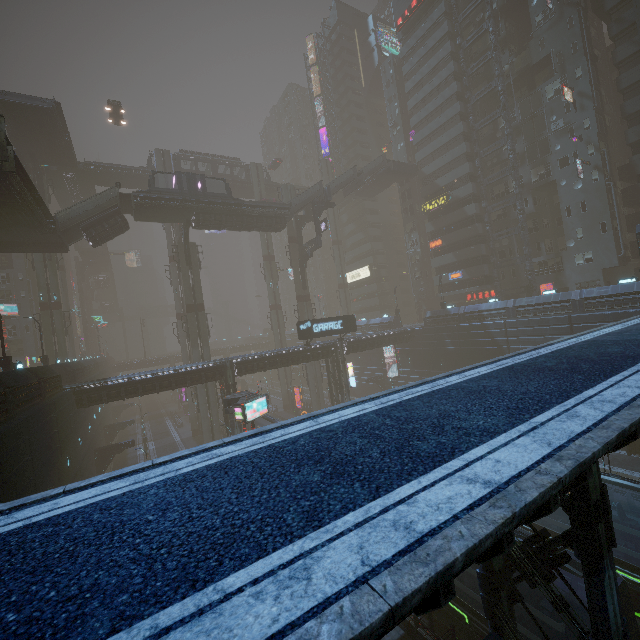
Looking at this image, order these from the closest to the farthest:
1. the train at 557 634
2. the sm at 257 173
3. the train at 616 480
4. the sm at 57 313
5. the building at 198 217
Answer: the train at 557 634
the train at 616 480
the building at 198 217
the sm at 57 313
the sm at 257 173

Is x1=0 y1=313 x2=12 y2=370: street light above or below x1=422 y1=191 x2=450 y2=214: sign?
below

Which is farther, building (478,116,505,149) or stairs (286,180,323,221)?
building (478,116,505,149)

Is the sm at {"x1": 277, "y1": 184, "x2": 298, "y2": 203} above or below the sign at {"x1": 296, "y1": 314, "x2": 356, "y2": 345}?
above

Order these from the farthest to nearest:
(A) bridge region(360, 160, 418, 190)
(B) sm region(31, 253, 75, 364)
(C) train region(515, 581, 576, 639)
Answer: (A) bridge region(360, 160, 418, 190) < (B) sm region(31, 253, 75, 364) < (C) train region(515, 581, 576, 639)

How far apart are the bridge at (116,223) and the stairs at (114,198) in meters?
0.0 m

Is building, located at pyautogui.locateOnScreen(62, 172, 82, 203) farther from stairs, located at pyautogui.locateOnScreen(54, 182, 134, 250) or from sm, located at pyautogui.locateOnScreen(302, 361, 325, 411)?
sm, located at pyautogui.locateOnScreen(302, 361, 325, 411)

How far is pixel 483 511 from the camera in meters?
3.1
